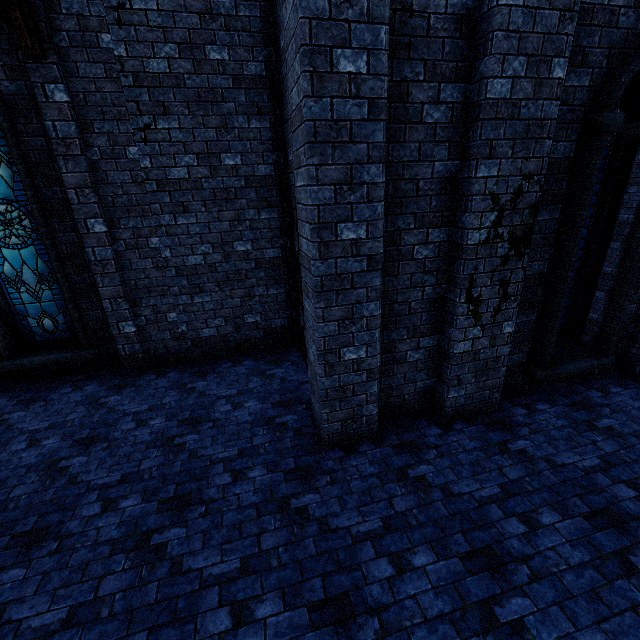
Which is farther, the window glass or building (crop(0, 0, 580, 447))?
the window glass

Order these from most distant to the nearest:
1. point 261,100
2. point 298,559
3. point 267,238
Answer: point 267,238 → point 261,100 → point 298,559

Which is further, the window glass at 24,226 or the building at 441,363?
the window glass at 24,226

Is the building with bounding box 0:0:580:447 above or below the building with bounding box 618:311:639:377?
above

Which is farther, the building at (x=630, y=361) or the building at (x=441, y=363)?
the building at (x=630, y=361)

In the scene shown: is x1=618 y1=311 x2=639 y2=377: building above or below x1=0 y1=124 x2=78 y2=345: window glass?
below

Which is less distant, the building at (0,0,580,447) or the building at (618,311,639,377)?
the building at (0,0,580,447)
